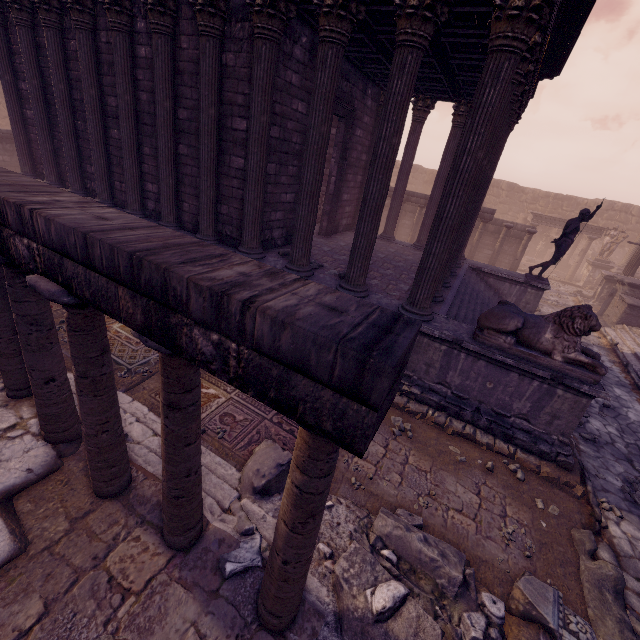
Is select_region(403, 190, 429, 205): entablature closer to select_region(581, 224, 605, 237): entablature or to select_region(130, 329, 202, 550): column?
select_region(581, 224, 605, 237): entablature

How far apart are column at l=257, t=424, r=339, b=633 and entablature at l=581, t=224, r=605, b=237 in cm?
2452

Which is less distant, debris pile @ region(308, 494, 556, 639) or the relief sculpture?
debris pile @ region(308, 494, 556, 639)

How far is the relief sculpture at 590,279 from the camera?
16.3m

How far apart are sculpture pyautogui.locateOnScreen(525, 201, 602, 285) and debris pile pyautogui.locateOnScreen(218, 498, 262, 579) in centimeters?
990cm

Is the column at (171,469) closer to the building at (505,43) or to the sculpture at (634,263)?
the building at (505,43)

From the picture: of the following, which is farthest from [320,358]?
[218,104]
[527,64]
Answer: [218,104]

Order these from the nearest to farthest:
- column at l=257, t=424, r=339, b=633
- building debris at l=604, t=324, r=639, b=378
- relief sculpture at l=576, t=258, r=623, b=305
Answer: column at l=257, t=424, r=339, b=633, building debris at l=604, t=324, r=639, b=378, relief sculpture at l=576, t=258, r=623, b=305
